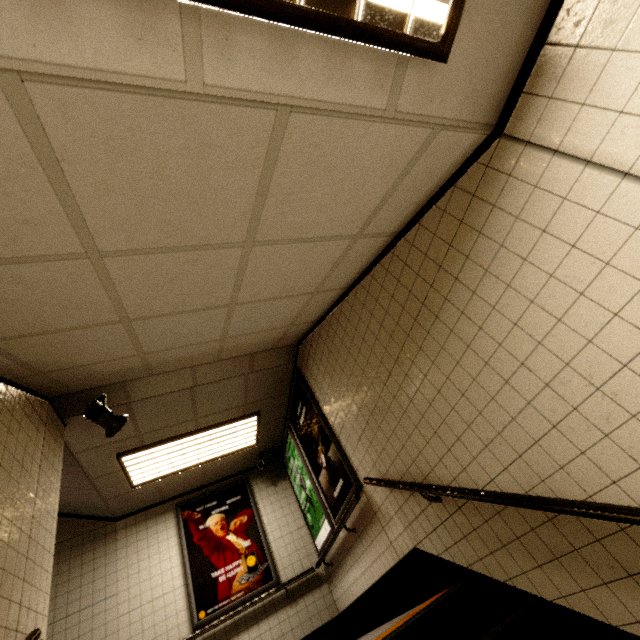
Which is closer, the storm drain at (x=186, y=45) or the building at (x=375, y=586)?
the storm drain at (x=186, y=45)

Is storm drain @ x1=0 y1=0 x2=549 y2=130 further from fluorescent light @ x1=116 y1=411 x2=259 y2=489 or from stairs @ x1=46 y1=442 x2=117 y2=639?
fluorescent light @ x1=116 y1=411 x2=259 y2=489

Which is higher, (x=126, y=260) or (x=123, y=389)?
(x=123, y=389)

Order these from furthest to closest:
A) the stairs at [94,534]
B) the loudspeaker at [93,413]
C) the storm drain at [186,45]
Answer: the stairs at [94,534], the loudspeaker at [93,413], the storm drain at [186,45]

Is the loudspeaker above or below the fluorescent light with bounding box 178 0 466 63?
above

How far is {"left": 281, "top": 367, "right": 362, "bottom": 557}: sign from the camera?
3.9 meters

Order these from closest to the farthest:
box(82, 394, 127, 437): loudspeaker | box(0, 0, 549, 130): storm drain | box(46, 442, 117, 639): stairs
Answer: box(0, 0, 549, 130): storm drain → box(82, 394, 127, 437): loudspeaker → box(46, 442, 117, 639): stairs

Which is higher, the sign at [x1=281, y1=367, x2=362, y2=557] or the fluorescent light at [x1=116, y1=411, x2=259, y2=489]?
the fluorescent light at [x1=116, y1=411, x2=259, y2=489]
